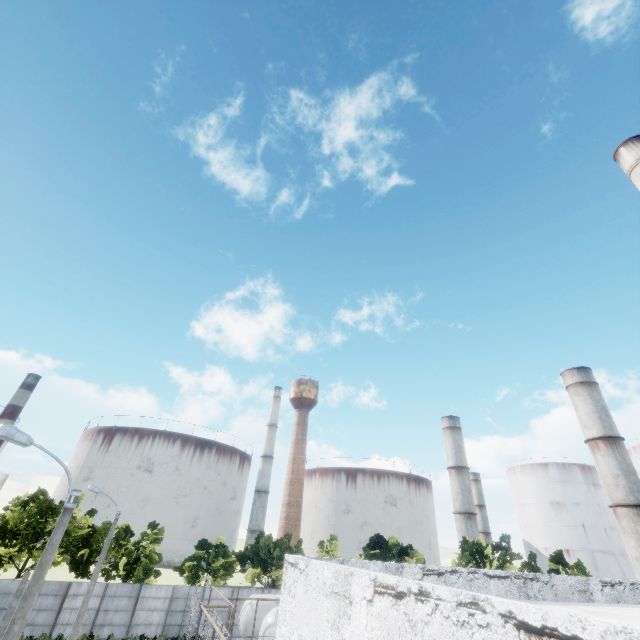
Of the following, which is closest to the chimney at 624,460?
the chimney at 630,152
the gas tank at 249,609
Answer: the gas tank at 249,609

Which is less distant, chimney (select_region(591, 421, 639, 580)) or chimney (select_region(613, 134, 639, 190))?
chimney (select_region(613, 134, 639, 190))

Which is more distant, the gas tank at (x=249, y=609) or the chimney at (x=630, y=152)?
the gas tank at (x=249, y=609)

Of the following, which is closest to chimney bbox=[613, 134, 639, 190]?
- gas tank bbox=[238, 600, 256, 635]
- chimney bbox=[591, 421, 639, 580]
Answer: gas tank bbox=[238, 600, 256, 635]

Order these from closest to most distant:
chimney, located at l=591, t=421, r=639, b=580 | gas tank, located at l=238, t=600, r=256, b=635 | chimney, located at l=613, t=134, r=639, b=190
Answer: chimney, located at l=613, t=134, r=639, b=190 → gas tank, located at l=238, t=600, r=256, b=635 → chimney, located at l=591, t=421, r=639, b=580

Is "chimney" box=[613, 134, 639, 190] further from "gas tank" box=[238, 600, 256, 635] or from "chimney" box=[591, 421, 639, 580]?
"chimney" box=[591, 421, 639, 580]

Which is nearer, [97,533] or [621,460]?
[97,533]
